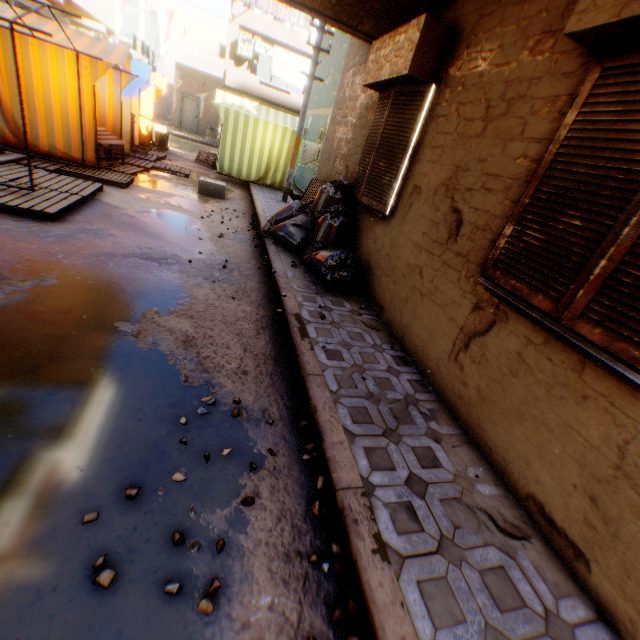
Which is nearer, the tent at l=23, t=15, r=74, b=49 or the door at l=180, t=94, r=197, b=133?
the tent at l=23, t=15, r=74, b=49

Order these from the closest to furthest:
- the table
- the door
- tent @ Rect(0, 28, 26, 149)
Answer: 1. tent @ Rect(0, 28, 26, 149)
2. the table
3. the door

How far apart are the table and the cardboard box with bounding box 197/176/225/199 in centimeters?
126cm

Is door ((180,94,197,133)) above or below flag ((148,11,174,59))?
below

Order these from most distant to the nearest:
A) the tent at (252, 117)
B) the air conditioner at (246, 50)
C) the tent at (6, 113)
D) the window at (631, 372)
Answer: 1. the air conditioner at (246, 50)
2. the tent at (252, 117)
3. the tent at (6, 113)
4. the window at (631, 372)

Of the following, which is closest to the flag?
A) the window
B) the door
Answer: the door

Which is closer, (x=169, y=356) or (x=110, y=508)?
(x=110, y=508)

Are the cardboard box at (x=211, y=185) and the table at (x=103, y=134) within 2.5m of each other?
yes
